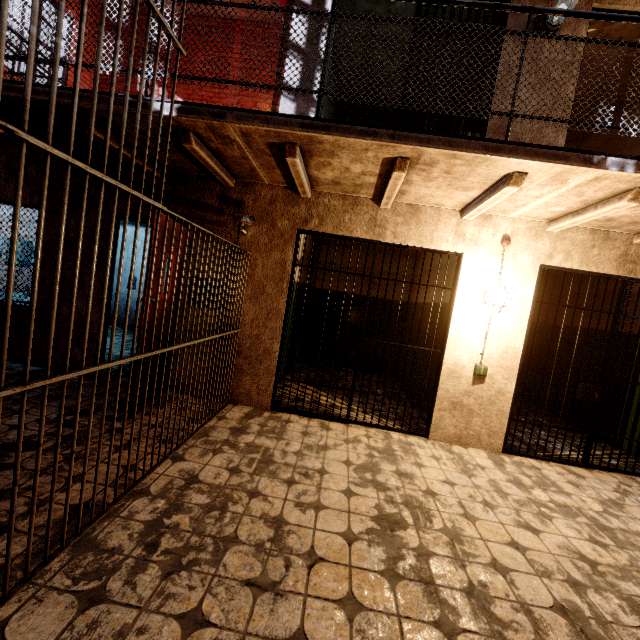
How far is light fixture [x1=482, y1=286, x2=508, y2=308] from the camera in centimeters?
370cm

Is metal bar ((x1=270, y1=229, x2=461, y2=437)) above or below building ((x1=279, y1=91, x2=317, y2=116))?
below

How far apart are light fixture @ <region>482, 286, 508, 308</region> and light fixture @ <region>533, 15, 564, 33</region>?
3.00m

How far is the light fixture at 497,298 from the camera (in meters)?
3.70

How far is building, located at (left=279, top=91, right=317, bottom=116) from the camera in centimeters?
398cm

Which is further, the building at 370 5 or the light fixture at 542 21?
the building at 370 5

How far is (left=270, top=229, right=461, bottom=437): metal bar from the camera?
4.1m

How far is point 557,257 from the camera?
3.9m
